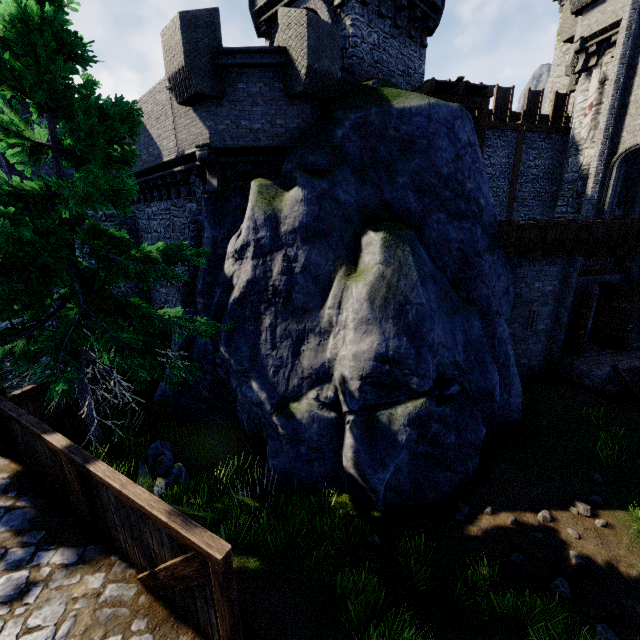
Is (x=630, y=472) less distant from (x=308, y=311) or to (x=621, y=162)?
(x=308, y=311)

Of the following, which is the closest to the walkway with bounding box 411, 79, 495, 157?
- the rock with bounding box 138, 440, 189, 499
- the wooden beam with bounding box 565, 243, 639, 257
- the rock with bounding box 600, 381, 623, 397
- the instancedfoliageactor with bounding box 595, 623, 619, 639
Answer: the wooden beam with bounding box 565, 243, 639, 257

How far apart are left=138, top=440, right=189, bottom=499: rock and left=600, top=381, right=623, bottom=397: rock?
Answer: 13.4m

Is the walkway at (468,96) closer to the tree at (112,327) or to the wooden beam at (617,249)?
the wooden beam at (617,249)

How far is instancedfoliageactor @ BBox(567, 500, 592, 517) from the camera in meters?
6.7 m

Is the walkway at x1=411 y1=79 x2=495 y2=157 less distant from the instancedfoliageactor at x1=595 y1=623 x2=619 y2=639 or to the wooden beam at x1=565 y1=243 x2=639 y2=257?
the wooden beam at x1=565 y1=243 x2=639 y2=257

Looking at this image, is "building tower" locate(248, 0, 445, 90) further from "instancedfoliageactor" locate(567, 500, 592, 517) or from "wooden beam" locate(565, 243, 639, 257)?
"instancedfoliageactor" locate(567, 500, 592, 517)

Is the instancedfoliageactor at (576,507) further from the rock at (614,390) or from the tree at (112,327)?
the tree at (112,327)
